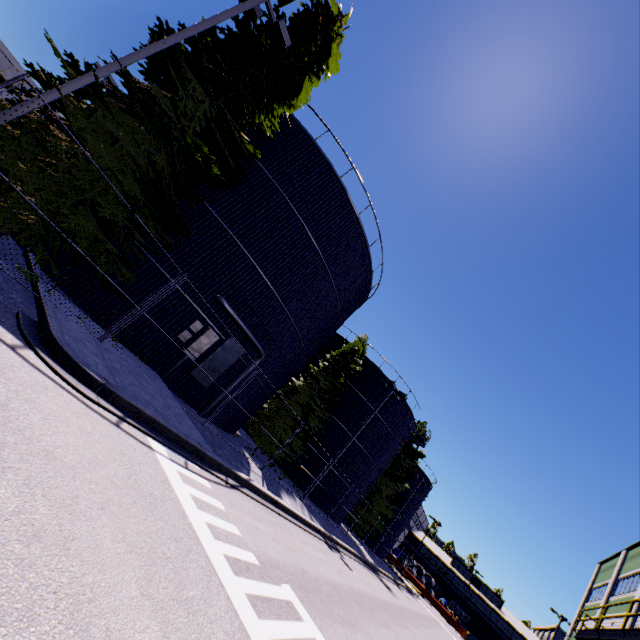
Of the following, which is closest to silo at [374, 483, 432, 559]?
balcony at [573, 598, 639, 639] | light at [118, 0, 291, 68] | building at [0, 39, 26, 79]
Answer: balcony at [573, 598, 639, 639]

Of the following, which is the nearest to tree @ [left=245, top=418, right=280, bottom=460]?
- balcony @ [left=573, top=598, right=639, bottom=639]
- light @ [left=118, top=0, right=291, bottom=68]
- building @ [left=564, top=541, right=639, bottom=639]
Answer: light @ [left=118, top=0, right=291, bottom=68]

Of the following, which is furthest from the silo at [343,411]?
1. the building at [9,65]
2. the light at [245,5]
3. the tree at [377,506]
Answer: the building at [9,65]

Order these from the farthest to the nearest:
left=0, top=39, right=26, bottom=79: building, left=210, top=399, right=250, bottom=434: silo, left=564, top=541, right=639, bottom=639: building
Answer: left=0, top=39, right=26, bottom=79: building, left=564, top=541, right=639, bottom=639: building, left=210, top=399, right=250, bottom=434: silo

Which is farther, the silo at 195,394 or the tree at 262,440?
the tree at 262,440

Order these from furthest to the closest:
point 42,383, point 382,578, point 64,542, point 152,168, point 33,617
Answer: point 382,578, point 152,168, point 42,383, point 64,542, point 33,617

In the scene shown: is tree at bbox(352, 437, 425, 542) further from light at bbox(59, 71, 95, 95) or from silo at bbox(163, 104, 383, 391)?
light at bbox(59, 71, 95, 95)

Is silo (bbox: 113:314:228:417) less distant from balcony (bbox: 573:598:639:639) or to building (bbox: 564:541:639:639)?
building (bbox: 564:541:639:639)
